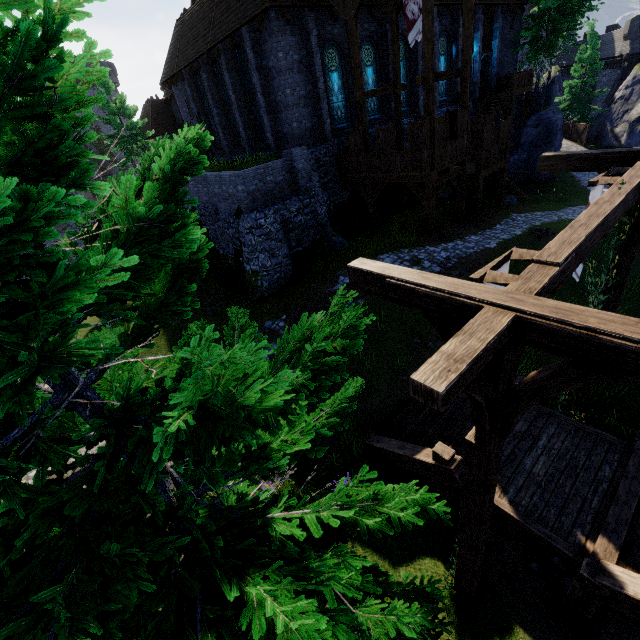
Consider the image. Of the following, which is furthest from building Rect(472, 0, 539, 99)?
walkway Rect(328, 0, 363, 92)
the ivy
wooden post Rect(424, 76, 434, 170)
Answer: the ivy

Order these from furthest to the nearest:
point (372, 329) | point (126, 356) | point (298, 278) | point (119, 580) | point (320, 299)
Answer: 1. point (298, 278)
2. point (320, 299)
3. point (372, 329)
4. point (126, 356)
5. point (119, 580)

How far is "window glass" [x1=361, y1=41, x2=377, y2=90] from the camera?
18.9m

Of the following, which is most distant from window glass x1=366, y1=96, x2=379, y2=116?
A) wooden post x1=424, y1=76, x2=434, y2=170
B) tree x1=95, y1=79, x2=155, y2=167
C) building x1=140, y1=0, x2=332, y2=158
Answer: tree x1=95, y1=79, x2=155, y2=167

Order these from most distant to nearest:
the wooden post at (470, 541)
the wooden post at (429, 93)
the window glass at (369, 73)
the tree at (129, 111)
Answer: the tree at (129, 111) → the window glass at (369, 73) → the wooden post at (429, 93) → the wooden post at (470, 541)

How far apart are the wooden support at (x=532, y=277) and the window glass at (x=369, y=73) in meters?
21.0 m

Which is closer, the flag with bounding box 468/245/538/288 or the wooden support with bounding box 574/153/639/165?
the flag with bounding box 468/245/538/288

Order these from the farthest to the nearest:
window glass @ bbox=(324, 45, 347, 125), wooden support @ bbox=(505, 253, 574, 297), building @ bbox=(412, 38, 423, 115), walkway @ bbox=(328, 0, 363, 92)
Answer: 1. building @ bbox=(412, 38, 423, 115)
2. window glass @ bbox=(324, 45, 347, 125)
3. walkway @ bbox=(328, 0, 363, 92)
4. wooden support @ bbox=(505, 253, 574, 297)
